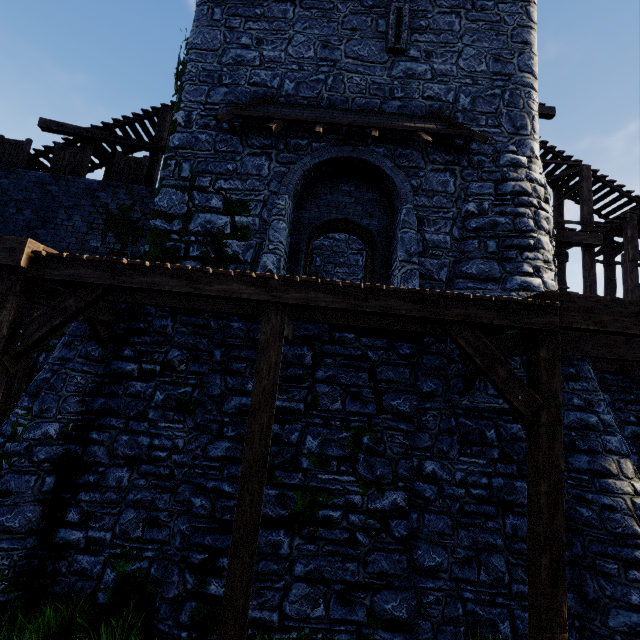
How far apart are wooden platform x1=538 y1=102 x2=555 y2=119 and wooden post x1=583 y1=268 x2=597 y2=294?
5.7m

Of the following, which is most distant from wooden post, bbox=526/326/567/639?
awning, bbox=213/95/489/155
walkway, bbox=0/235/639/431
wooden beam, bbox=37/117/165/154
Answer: wooden beam, bbox=37/117/165/154

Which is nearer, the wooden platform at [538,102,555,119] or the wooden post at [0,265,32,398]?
the wooden post at [0,265,32,398]

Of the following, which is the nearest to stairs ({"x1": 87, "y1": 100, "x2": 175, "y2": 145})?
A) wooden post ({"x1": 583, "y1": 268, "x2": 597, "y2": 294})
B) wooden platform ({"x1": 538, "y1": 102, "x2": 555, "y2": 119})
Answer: wooden platform ({"x1": 538, "y1": 102, "x2": 555, "y2": 119})

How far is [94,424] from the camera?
6.4 meters

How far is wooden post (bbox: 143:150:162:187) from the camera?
12.0 meters

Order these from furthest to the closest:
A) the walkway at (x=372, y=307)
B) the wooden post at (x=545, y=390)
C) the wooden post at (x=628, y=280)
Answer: the wooden post at (x=628, y=280), the walkway at (x=372, y=307), the wooden post at (x=545, y=390)

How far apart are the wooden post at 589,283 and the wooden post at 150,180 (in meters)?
16.69
